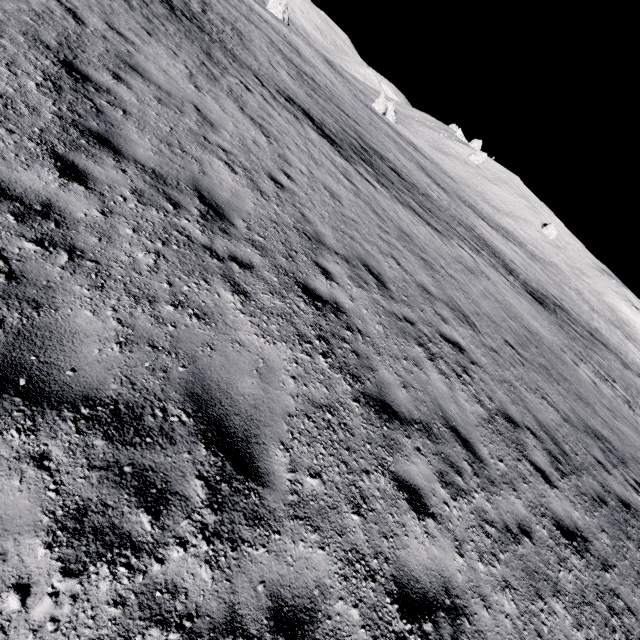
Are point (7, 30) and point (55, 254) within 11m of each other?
yes
